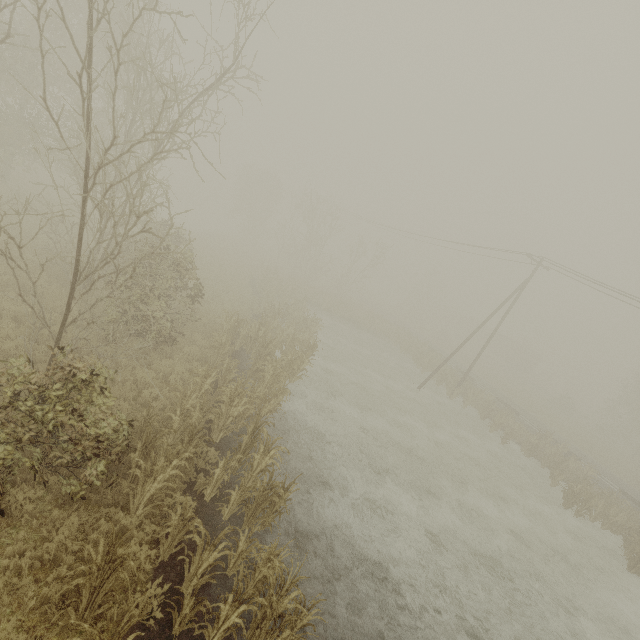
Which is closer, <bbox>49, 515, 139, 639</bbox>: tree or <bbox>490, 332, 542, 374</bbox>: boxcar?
<bbox>49, 515, 139, 639</bbox>: tree

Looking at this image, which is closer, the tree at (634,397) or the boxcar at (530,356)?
the tree at (634,397)

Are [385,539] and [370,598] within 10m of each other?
yes

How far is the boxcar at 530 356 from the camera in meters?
54.8

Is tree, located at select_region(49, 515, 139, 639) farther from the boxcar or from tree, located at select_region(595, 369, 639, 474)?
the boxcar

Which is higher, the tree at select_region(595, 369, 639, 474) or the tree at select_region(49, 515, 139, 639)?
the tree at select_region(595, 369, 639, 474)

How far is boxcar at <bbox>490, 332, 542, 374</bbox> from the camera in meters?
54.8

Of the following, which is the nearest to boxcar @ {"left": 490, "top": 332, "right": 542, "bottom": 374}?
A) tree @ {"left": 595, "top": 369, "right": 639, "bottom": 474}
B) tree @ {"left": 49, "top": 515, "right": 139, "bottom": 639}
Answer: tree @ {"left": 595, "top": 369, "right": 639, "bottom": 474}
